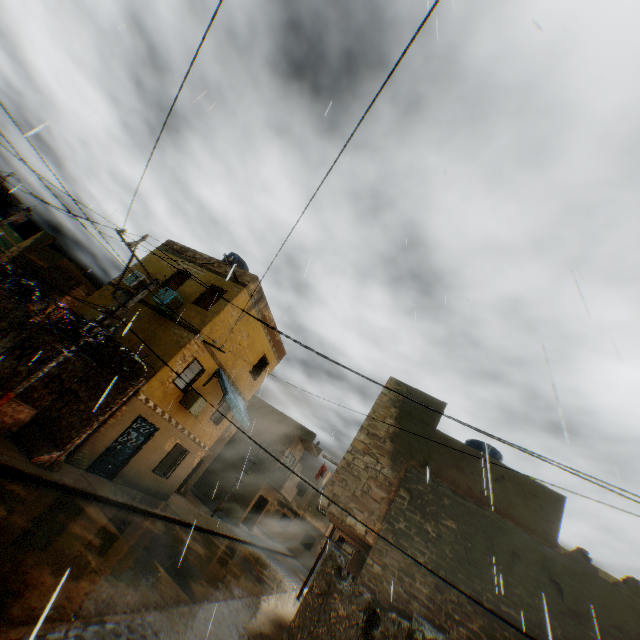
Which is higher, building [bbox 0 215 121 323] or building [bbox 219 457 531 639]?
building [bbox 0 215 121 323]

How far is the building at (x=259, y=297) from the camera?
16.0 meters

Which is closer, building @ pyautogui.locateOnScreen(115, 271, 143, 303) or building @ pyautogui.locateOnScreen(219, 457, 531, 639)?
building @ pyautogui.locateOnScreen(219, 457, 531, 639)

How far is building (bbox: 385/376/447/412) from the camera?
11.0 meters

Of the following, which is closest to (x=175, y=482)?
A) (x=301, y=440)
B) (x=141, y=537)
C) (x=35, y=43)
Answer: (x=141, y=537)
